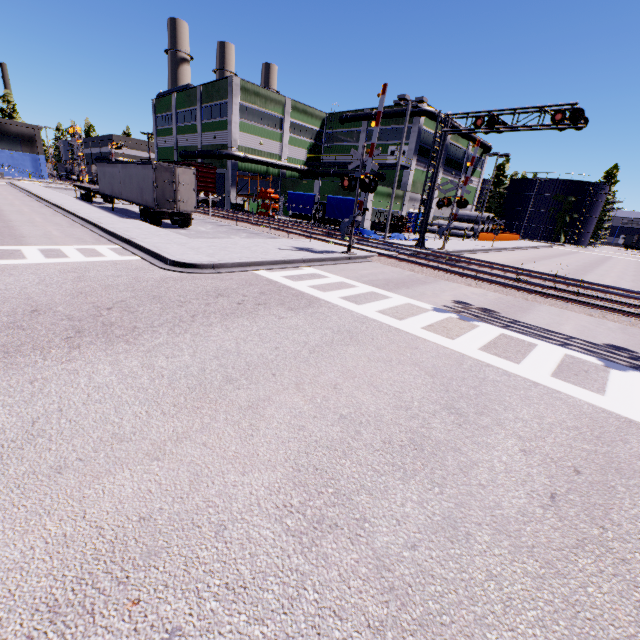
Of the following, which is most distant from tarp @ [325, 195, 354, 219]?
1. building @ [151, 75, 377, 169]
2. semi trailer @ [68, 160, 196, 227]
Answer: building @ [151, 75, 377, 169]

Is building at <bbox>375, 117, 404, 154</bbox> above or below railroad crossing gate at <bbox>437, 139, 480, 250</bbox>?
above

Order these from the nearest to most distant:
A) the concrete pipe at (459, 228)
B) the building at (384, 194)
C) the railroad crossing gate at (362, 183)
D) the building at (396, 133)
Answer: the railroad crossing gate at (362, 183) → the building at (384, 194) → the building at (396, 133) → the concrete pipe at (459, 228)

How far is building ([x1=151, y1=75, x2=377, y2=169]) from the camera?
39.66m

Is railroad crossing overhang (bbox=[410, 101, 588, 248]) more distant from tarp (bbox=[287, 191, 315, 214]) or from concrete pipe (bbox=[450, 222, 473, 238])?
concrete pipe (bbox=[450, 222, 473, 238])

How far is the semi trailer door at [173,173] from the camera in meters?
19.8 m

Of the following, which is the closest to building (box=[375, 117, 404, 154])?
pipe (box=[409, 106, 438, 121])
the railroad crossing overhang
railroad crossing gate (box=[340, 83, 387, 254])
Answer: pipe (box=[409, 106, 438, 121])

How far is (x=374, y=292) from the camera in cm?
1091
